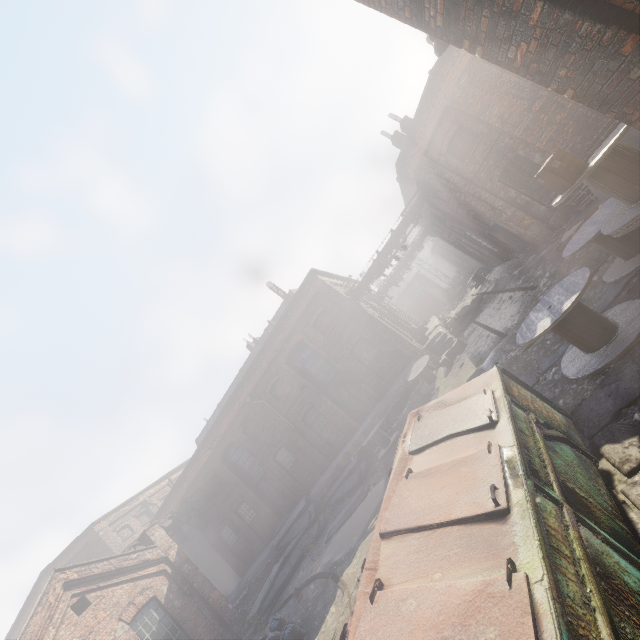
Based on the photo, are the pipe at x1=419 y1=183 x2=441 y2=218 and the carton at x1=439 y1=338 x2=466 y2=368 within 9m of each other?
yes

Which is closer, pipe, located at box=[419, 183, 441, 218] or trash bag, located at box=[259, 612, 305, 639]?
trash bag, located at box=[259, 612, 305, 639]

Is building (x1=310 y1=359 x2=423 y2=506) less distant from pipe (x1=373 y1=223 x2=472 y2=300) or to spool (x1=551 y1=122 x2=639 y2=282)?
pipe (x1=373 y1=223 x2=472 y2=300)

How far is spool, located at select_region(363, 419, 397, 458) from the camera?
14.6 meters

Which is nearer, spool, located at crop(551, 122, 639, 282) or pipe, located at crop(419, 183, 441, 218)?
spool, located at crop(551, 122, 639, 282)

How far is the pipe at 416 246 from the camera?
26.4m

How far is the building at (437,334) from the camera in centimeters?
1591cm

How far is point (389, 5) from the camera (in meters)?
3.46
